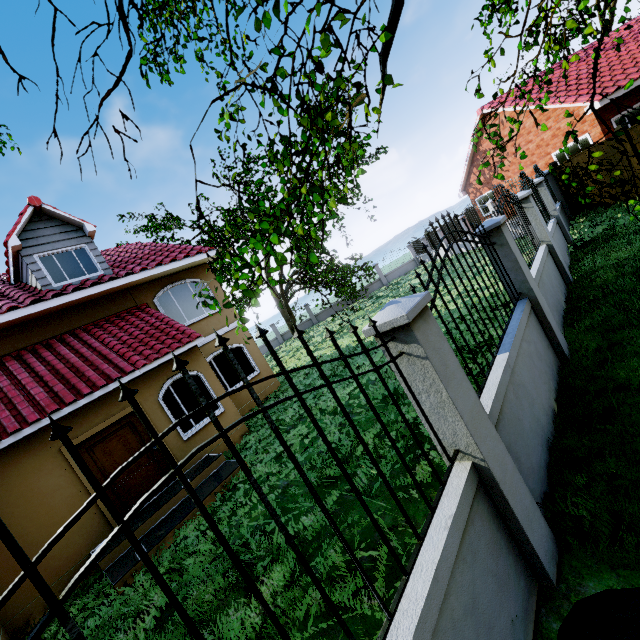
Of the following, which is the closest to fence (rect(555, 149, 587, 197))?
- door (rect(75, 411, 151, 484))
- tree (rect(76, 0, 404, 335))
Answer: tree (rect(76, 0, 404, 335))

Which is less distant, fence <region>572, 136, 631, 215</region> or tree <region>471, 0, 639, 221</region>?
tree <region>471, 0, 639, 221</region>

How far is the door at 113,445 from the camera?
7.36m

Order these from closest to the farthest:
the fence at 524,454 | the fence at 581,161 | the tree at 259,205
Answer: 1. the fence at 524,454
2. the tree at 259,205
3. the fence at 581,161

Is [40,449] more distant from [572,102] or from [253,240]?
[572,102]

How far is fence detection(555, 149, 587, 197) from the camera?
11.47m

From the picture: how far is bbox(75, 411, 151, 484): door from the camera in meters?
7.4
